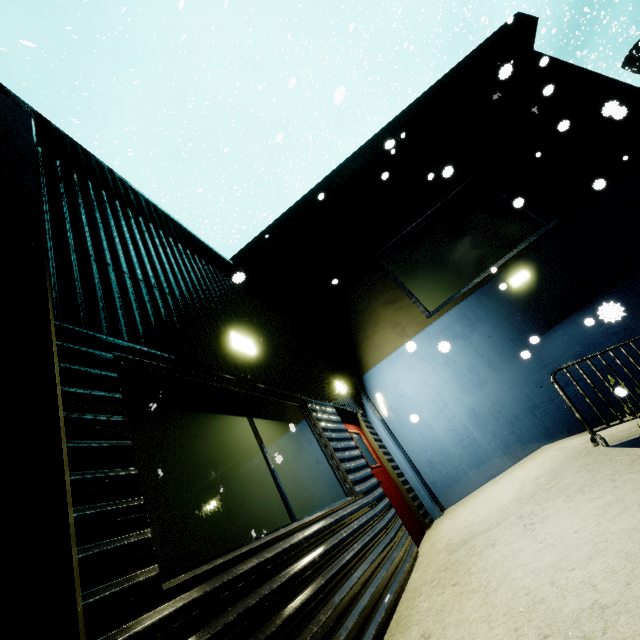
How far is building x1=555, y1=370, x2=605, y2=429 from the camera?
6.5 meters

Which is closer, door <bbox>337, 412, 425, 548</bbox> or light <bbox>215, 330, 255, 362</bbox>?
light <bbox>215, 330, 255, 362</bbox>

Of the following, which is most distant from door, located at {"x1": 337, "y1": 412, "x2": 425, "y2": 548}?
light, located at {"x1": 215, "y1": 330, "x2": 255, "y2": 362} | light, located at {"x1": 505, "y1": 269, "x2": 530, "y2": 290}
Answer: light, located at {"x1": 505, "y1": 269, "x2": 530, "y2": 290}

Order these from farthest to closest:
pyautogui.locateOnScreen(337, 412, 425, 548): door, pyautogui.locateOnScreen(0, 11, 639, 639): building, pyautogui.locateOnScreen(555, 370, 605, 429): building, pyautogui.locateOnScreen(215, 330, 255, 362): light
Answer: pyautogui.locateOnScreen(555, 370, 605, 429): building < pyautogui.locateOnScreen(337, 412, 425, 548): door < pyautogui.locateOnScreen(215, 330, 255, 362): light < pyautogui.locateOnScreen(0, 11, 639, 639): building

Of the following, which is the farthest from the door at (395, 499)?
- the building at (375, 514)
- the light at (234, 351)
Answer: the light at (234, 351)

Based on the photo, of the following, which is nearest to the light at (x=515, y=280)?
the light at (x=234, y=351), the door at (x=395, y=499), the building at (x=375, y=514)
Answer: the building at (x=375, y=514)

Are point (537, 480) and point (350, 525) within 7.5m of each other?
yes

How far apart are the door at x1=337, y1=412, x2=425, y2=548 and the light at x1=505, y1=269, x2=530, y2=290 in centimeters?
475cm
